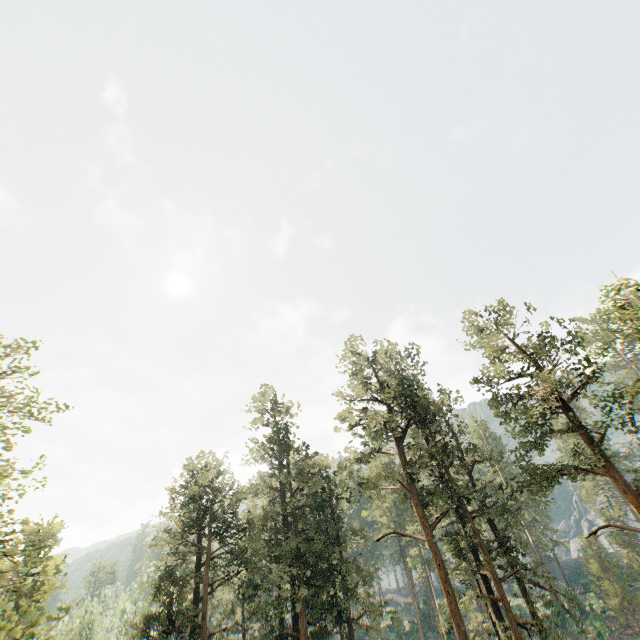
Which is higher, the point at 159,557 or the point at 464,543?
the point at 159,557
